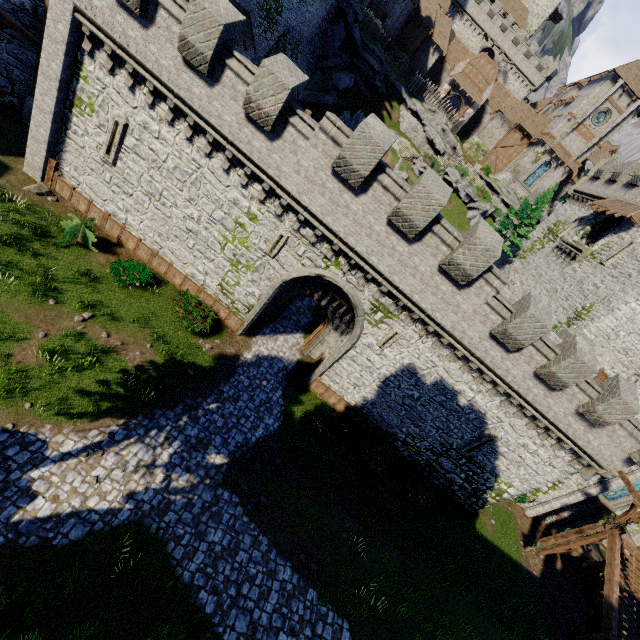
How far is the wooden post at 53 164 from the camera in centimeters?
1584cm

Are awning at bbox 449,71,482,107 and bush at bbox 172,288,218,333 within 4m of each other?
no

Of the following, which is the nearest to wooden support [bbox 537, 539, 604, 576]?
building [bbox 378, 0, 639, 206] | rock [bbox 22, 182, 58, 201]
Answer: rock [bbox 22, 182, 58, 201]

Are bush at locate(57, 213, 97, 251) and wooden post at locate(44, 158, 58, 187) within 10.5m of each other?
yes

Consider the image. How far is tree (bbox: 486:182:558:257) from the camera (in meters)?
30.73

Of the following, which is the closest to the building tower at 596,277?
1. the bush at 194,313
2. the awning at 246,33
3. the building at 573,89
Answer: the building at 573,89

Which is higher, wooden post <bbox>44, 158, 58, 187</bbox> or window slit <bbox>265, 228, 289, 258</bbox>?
window slit <bbox>265, 228, 289, 258</bbox>

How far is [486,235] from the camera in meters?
12.7
